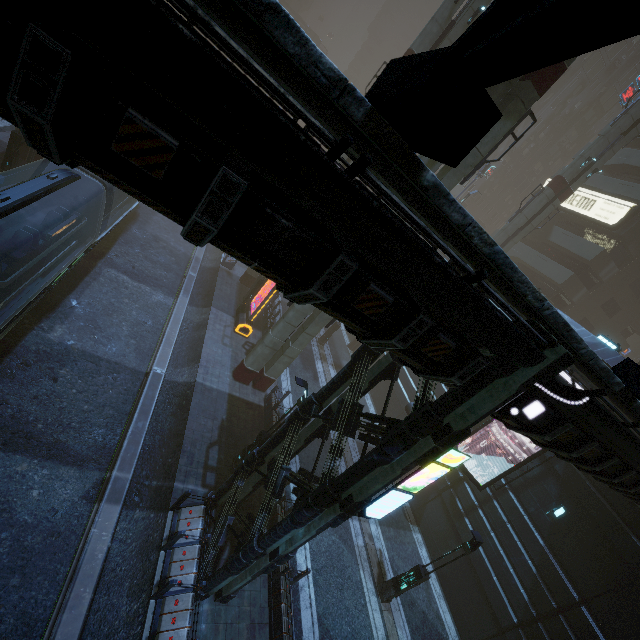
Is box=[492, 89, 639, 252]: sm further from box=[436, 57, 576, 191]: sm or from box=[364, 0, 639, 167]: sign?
box=[364, 0, 639, 167]: sign

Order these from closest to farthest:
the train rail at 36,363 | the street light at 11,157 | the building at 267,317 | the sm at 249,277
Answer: the train rail at 36,363 < the street light at 11,157 < the building at 267,317 < the sm at 249,277

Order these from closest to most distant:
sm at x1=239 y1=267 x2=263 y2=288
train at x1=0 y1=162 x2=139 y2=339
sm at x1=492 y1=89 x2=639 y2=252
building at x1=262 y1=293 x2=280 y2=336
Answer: train at x1=0 y1=162 x2=139 y2=339
building at x1=262 y1=293 x2=280 y2=336
sm at x1=492 y1=89 x2=639 y2=252
sm at x1=239 y1=267 x2=263 y2=288

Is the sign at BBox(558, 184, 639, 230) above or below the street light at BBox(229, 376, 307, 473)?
above

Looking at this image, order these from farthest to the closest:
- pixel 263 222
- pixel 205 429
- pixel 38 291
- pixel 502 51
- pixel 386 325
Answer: pixel 205 429 < pixel 38 291 < pixel 386 325 < pixel 263 222 < pixel 502 51

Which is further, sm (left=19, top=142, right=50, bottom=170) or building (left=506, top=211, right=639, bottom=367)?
building (left=506, top=211, right=639, bottom=367)

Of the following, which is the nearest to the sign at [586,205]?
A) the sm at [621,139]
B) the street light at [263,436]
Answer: the sm at [621,139]

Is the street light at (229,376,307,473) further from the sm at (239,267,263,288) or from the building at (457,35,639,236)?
the sm at (239,267,263,288)
